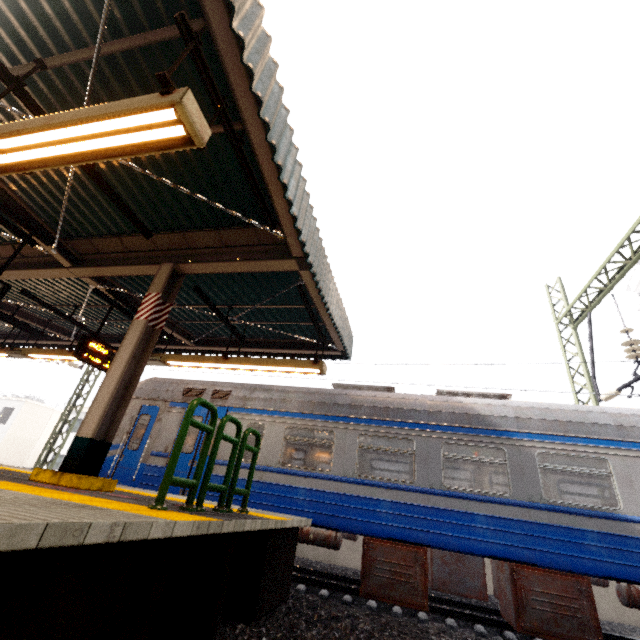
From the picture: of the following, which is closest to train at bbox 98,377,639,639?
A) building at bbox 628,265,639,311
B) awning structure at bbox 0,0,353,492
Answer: awning structure at bbox 0,0,353,492

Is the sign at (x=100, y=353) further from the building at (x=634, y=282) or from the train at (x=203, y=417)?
the building at (x=634, y=282)

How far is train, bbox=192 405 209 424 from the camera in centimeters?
809cm

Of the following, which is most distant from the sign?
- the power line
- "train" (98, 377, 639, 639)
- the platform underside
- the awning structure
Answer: the power line

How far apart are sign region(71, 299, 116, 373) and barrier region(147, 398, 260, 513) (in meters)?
4.35

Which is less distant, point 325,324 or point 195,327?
point 325,324

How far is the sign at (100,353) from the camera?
6.63m

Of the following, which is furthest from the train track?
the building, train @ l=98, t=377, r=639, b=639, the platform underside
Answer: the building
